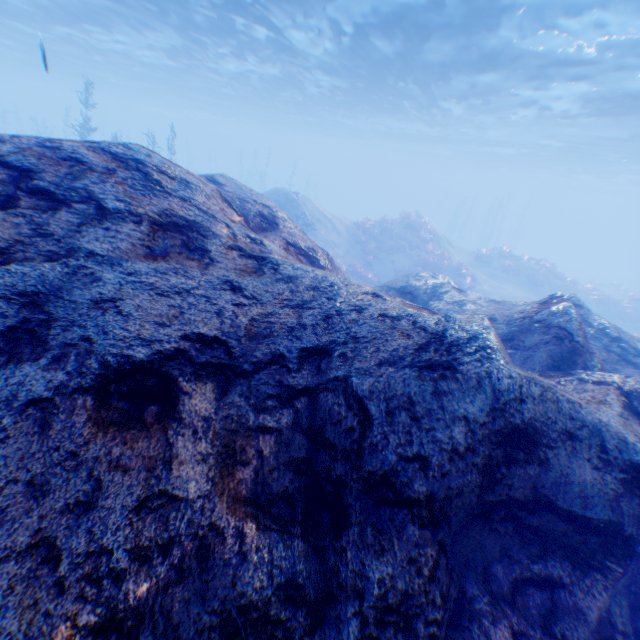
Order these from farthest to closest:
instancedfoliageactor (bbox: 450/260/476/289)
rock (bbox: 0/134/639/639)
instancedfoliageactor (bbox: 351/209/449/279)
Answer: instancedfoliageactor (bbox: 351/209/449/279)
instancedfoliageactor (bbox: 450/260/476/289)
rock (bbox: 0/134/639/639)

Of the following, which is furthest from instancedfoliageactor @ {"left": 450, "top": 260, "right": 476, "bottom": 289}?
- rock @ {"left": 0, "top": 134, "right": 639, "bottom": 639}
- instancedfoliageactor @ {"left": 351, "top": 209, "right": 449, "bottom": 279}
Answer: rock @ {"left": 0, "top": 134, "right": 639, "bottom": 639}

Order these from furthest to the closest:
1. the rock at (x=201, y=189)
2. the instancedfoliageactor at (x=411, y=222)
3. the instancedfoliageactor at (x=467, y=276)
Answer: the instancedfoliageactor at (x=411, y=222) → the instancedfoliageactor at (x=467, y=276) → the rock at (x=201, y=189)

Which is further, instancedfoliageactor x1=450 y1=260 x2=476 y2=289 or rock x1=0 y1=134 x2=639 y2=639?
instancedfoliageactor x1=450 y1=260 x2=476 y2=289

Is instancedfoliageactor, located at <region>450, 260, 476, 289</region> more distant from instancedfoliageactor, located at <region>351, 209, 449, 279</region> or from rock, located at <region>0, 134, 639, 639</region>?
rock, located at <region>0, 134, 639, 639</region>

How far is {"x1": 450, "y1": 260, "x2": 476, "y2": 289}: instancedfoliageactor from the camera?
21.02m

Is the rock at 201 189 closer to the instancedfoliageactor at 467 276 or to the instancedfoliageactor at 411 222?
the instancedfoliageactor at 411 222

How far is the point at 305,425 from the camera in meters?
3.2
